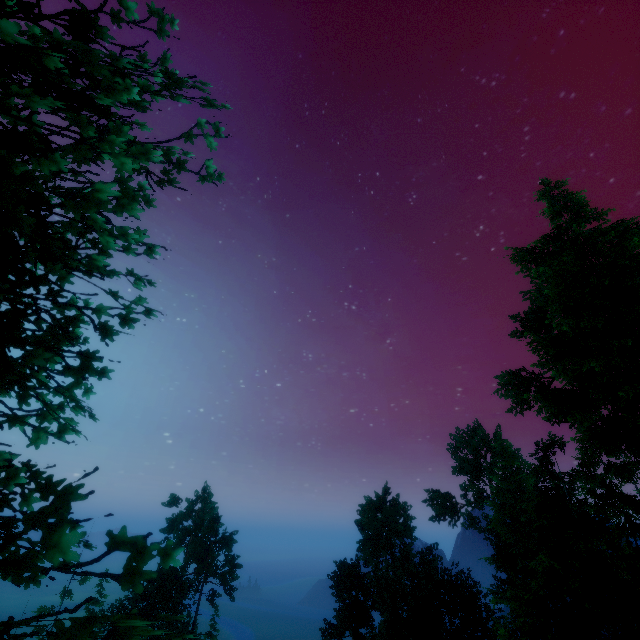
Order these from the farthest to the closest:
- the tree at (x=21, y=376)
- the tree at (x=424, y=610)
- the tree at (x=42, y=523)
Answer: the tree at (x=424, y=610) < the tree at (x=21, y=376) < the tree at (x=42, y=523)

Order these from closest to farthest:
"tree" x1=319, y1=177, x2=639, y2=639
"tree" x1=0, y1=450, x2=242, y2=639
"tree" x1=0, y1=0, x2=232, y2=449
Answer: "tree" x1=0, y1=450, x2=242, y2=639 → "tree" x1=0, y1=0, x2=232, y2=449 → "tree" x1=319, y1=177, x2=639, y2=639

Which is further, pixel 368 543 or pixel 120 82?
pixel 368 543

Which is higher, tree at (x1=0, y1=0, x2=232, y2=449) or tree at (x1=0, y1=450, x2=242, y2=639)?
tree at (x1=0, y1=0, x2=232, y2=449)

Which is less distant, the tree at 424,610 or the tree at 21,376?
the tree at 21,376

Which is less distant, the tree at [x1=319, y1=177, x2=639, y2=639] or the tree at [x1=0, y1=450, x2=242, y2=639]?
the tree at [x1=0, y1=450, x2=242, y2=639]
